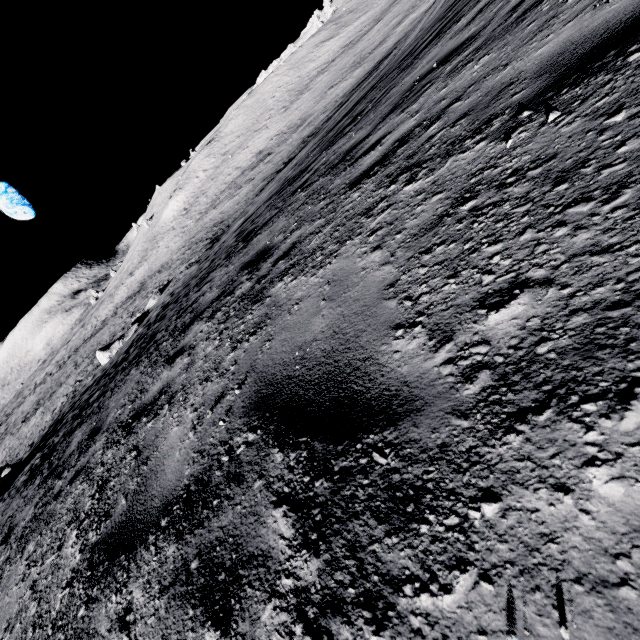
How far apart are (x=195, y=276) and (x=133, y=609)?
14.3 meters

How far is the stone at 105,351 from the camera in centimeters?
2512cm

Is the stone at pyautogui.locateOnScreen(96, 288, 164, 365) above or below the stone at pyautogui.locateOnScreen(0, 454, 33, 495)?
below

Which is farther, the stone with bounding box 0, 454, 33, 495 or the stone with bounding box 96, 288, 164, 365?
the stone with bounding box 96, 288, 164, 365

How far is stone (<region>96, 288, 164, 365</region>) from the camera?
25.12m

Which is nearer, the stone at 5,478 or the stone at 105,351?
the stone at 5,478
